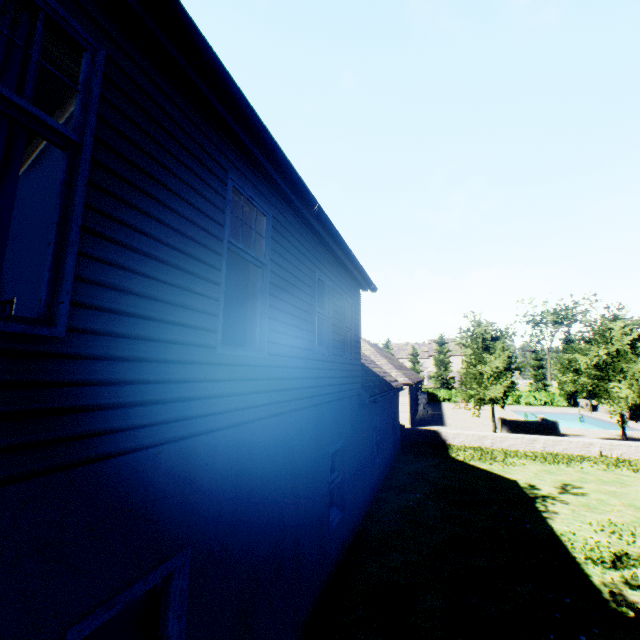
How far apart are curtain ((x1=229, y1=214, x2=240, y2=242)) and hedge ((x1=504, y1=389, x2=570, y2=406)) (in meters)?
50.80

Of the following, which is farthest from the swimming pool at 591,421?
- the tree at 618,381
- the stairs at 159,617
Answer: the stairs at 159,617

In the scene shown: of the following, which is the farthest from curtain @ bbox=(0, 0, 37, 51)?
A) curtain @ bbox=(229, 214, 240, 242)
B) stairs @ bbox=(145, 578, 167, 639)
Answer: stairs @ bbox=(145, 578, 167, 639)

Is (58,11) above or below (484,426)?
above

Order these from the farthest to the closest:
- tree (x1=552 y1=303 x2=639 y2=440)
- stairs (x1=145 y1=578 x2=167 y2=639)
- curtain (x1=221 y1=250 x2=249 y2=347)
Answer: tree (x1=552 y1=303 x2=639 y2=440) < stairs (x1=145 y1=578 x2=167 y2=639) < curtain (x1=221 y1=250 x2=249 y2=347)

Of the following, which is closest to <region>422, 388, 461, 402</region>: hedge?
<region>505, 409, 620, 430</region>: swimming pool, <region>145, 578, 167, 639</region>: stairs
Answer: <region>505, 409, 620, 430</region>: swimming pool

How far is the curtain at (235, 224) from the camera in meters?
4.3 m

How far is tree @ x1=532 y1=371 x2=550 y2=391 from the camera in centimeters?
5891cm
